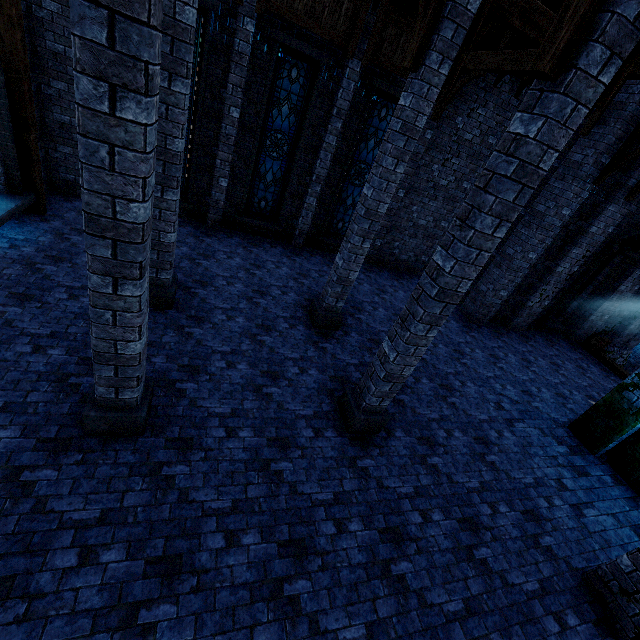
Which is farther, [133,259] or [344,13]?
[344,13]

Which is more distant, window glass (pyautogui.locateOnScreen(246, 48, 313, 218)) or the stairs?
the stairs

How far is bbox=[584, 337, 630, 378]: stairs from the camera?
12.5m

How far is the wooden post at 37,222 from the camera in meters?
7.0 m

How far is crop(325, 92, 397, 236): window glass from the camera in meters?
10.2 m

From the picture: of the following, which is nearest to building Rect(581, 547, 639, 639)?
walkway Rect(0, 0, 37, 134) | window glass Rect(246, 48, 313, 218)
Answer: walkway Rect(0, 0, 37, 134)

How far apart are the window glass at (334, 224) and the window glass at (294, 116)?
1.8m

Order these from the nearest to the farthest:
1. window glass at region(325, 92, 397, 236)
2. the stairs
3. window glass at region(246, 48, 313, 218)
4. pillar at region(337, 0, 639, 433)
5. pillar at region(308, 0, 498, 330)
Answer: pillar at region(337, 0, 639, 433) < pillar at region(308, 0, 498, 330) < window glass at region(246, 48, 313, 218) < window glass at region(325, 92, 397, 236) < the stairs
